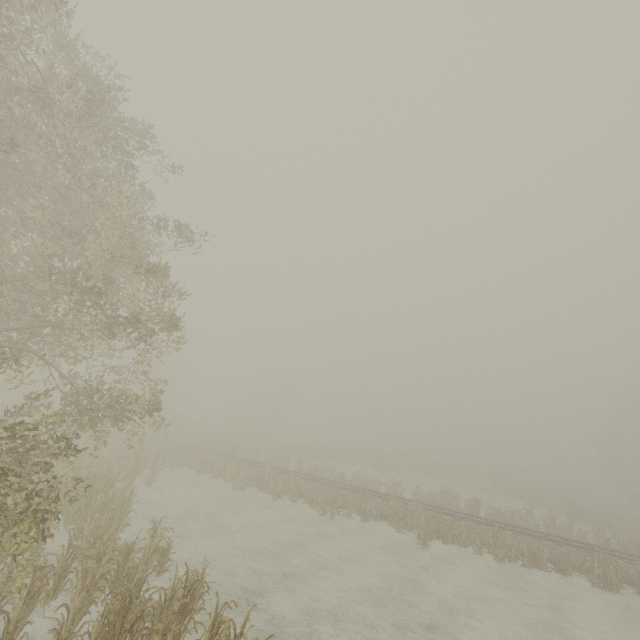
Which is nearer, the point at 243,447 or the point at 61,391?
the point at 61,391

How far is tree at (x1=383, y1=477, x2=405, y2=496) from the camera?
26.9 meters

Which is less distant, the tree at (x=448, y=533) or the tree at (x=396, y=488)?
the tree at (x=448, y=533)

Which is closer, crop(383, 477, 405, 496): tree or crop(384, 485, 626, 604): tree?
crop(384, 485, 626, 604): tree

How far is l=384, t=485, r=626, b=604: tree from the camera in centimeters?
1681cm

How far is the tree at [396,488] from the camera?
26.9m
